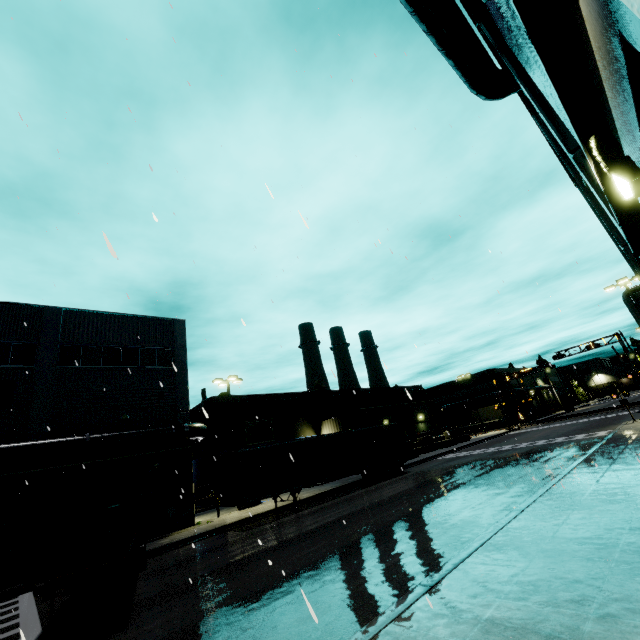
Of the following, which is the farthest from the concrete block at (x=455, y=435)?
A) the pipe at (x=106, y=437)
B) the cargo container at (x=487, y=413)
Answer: the pipe at (x=106, y=437)

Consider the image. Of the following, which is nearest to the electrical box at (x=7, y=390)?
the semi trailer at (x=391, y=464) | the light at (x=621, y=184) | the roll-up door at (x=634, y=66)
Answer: the roll-up door at (x=634, y=66)

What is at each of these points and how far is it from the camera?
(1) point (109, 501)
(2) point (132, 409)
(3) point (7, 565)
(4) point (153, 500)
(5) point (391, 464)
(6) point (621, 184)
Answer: (1) cargo container door, 8.6m
(2) building, 21.7m
(3) cargo container door, 7.3m
(4) roll-up door, 20.6m
(5) semi trailer, 26.0m
(6) light, 3.2m

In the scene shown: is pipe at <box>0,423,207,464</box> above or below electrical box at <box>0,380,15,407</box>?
below

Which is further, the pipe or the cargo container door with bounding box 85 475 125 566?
the pipe

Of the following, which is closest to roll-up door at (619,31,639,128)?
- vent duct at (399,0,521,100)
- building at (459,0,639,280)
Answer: building at (459,0,639,280)

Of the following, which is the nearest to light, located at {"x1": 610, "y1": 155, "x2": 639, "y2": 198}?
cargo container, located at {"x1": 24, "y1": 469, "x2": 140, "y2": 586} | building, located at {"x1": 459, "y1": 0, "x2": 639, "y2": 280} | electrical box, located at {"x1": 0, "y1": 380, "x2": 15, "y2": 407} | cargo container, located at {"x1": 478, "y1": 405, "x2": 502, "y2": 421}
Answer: building, located at {"x1": 459, "y1": 0, "x2": 639, "y2": 280}

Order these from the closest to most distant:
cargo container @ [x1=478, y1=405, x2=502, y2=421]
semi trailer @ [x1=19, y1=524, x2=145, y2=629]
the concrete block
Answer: semi trailer @ [x1=19, y1=524, x2=145, y2=629] → the concrete block → cargo container @ [x1=478, y1=405, x2=502, y2=421]
